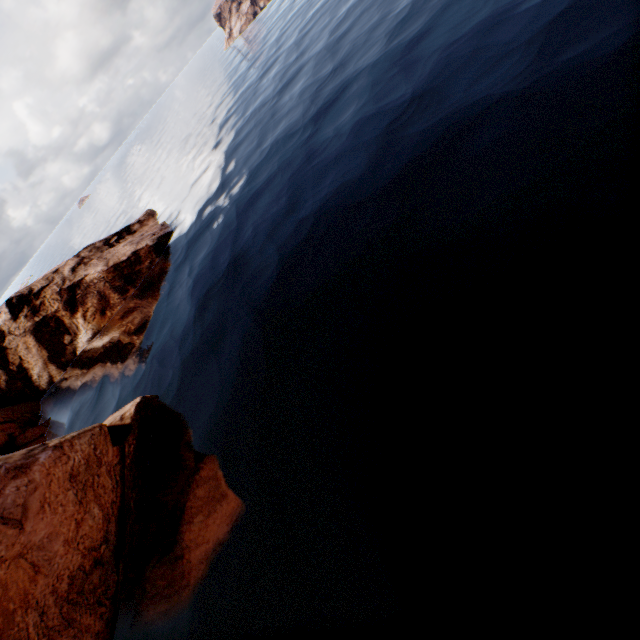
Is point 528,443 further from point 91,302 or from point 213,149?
point 213,149
